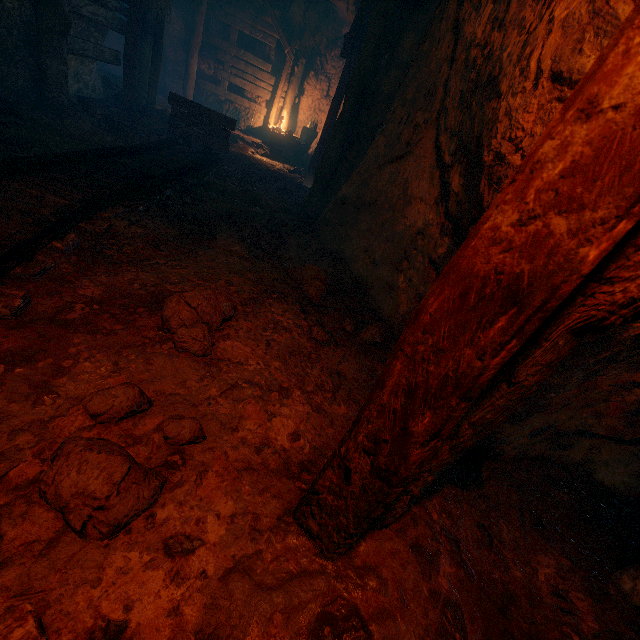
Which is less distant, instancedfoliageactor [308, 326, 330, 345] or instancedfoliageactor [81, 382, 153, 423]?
instancedfoliageactor [81, 382, 153, 423]

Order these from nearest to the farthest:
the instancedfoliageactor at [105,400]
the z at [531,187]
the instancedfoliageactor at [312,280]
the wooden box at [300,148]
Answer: the z at [531,187]
the instancedfoliageactor at [105,400]
the instancedfoliageactor at [312,280]
the wooden box at [300,148]

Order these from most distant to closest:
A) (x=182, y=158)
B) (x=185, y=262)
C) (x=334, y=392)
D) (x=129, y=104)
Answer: (x=129, y=104), (x=182, y=158), (x=185, y=262), (x=334, y=392)

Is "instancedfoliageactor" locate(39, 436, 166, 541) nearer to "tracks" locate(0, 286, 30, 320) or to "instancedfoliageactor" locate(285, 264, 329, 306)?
"tracks" locate(0, 286, 30, 320)

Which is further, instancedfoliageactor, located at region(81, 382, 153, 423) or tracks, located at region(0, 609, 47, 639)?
instancedfoliageactor, located at region(81, 382, 153, 423)

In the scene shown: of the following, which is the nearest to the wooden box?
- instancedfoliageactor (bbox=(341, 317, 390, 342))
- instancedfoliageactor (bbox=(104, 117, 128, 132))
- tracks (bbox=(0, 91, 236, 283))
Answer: tracks (bbox=(0, 91, 236, 283))

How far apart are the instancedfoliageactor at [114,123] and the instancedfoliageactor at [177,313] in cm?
515

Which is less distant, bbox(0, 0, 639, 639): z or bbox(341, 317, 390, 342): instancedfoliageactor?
bbox(0, 0, 639, 639): z
